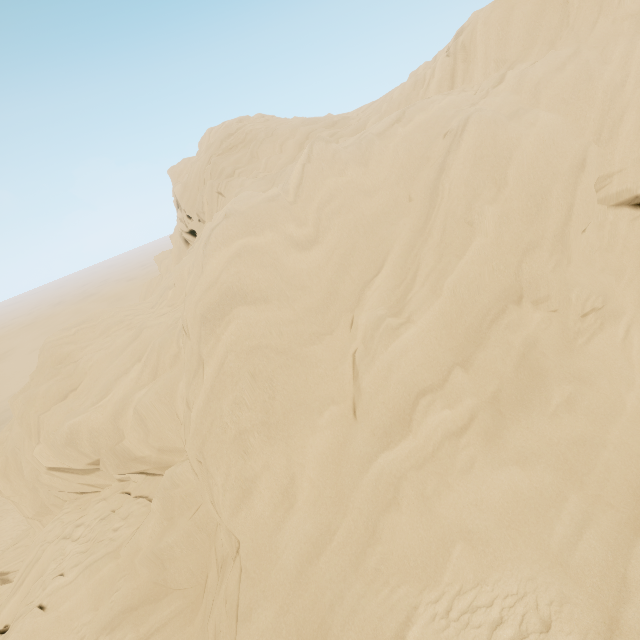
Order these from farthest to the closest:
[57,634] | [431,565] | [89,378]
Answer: [89,378], [57,634], [431,565]
